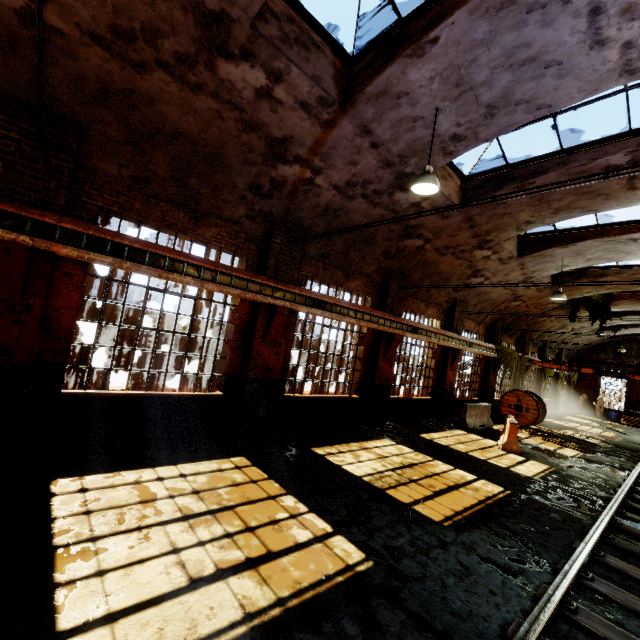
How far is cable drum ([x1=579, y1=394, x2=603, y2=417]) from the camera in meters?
28.5

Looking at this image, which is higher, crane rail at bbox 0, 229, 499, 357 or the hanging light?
the hanging light

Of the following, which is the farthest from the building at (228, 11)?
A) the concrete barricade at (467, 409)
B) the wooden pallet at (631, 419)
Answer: the wooden pallet at (631, 419)

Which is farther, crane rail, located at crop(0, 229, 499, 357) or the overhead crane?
the overhead crane

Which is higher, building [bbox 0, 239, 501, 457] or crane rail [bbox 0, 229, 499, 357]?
crane rail [bbox 0, 229, 499, 357]

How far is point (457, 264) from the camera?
12.4 meters

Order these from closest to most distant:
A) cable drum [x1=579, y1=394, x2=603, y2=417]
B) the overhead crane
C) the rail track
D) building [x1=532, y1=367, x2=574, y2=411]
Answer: the rail track < the overhead crane < building [x1=532, y1=367, x2=574, y2=411] < cable drum [x1=579, y1=394, x2=603, y2=417]

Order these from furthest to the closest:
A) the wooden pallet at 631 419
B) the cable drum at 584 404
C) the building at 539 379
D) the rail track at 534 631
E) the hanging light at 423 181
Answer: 1. the cable drum at 584 404
2. the wooden pallet at 631 419
3. the building at 539 379
4. the hanging light at 423 181
5. the rail track at 534 631
